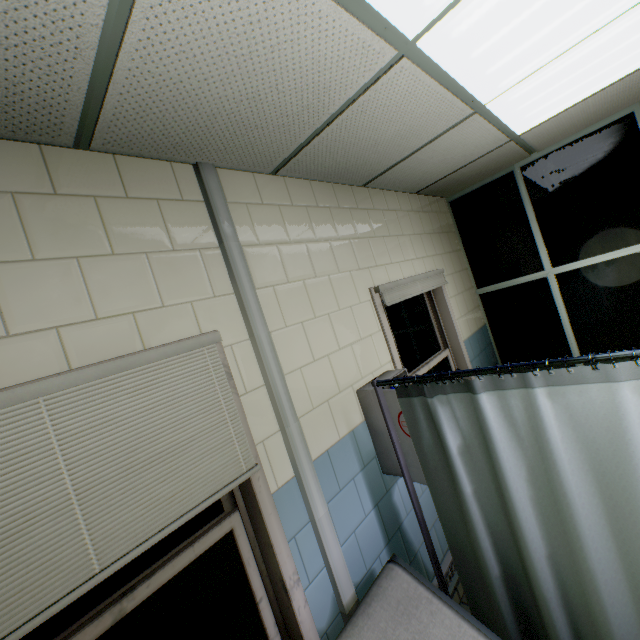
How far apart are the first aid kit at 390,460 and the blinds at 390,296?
0.2 meters

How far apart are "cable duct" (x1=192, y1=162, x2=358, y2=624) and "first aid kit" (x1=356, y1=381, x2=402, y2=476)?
0.6m

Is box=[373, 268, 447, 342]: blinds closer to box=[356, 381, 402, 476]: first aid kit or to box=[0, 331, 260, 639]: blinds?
box=[356, 381, 402, 476]: first aid kit

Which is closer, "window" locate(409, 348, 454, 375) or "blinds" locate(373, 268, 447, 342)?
"blinds" locate(373, 268, 447, 342)

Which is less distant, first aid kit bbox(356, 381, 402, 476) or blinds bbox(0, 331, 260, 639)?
blinds bbox(0, 331, 260, 639)

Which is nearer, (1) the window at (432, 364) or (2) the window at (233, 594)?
(2) the window at (233, 594)

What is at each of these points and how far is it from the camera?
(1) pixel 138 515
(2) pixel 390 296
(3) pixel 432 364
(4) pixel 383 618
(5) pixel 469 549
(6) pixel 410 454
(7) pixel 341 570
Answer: (1) blinds, 1.12m
(2) blinds, 2.58m
(3) window, 3.16m
(4) couch, 1.45m
(5) medical screen, 1.66m
(6) cabinet, 1.90m
(7) cable duct, 1.68m

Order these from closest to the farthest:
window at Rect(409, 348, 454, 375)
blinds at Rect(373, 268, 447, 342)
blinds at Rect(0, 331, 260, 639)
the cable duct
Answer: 1. blinds at Rect(0, 331, 260, 639)
2. the cable duct
3. blinds at Rect(373, 268, 447, 342)
4. window at Rect(409, 348, 454, 375)
